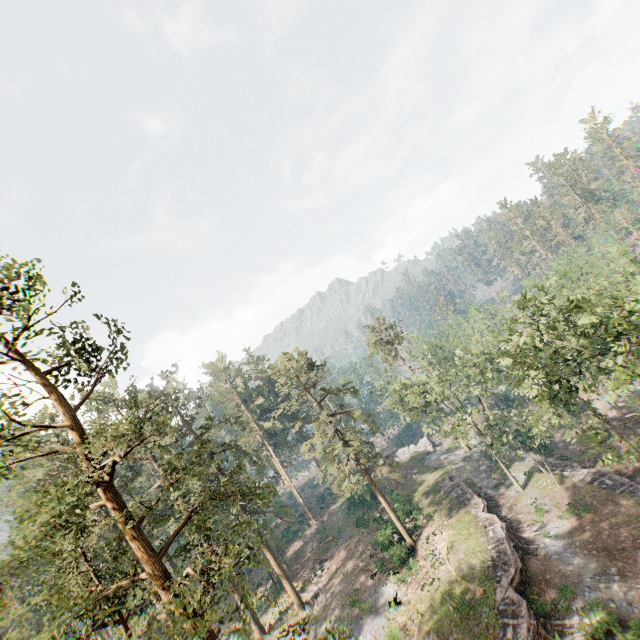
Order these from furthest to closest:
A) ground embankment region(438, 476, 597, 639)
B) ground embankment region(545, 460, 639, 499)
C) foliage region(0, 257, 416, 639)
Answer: ground embankment region(545, 460, 639, 499), ground embankment region(438, 476, 597, 639), foliage region(0, 257, 416, 639)

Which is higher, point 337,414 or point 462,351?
point 337,414

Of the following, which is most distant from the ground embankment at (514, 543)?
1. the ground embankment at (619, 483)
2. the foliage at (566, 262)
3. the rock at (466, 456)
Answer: the ground embankment at (619, 483)

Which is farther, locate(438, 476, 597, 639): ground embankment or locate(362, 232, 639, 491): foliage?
locate(438, 476, 597, 639): ground embankment

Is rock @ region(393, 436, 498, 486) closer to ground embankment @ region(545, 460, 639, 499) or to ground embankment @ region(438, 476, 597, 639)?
ground embankment @ region(438, 476, 597, 639)

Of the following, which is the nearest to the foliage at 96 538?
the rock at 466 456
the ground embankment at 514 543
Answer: the rock at 466 456

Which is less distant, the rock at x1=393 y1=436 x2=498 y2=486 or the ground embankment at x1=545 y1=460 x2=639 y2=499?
the ground embankment at x1=545 y1=460 x2=639 y2=499
